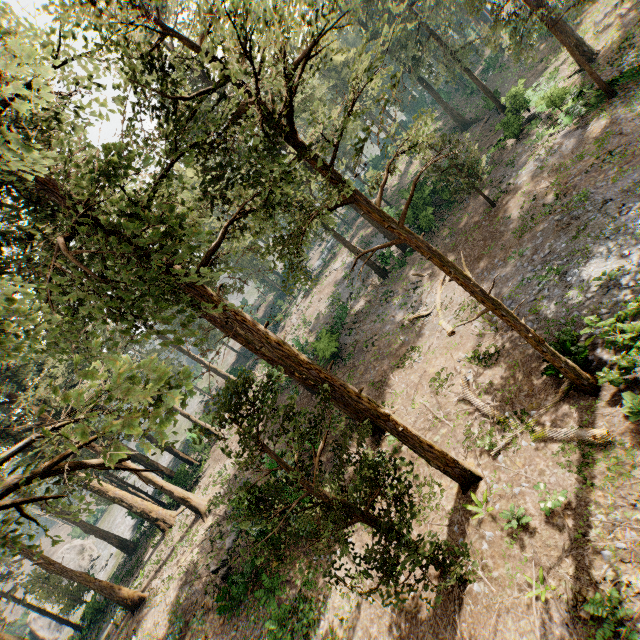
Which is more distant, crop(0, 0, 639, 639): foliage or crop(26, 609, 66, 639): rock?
crop(26, 609, 66, 639): rock

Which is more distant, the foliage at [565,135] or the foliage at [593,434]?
the foliage at [565,135]

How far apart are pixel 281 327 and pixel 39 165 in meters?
41.1 m

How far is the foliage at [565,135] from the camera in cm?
2081

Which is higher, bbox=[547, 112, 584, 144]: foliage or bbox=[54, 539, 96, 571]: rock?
bbox=[54, 539, 96, 571]: rock

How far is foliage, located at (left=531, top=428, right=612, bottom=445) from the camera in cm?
925

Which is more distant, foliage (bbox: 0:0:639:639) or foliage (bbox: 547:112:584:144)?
foliage (bbox: 547:112:584:144)

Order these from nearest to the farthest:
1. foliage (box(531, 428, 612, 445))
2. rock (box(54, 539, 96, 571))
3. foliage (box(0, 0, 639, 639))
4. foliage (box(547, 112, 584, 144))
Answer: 1. foliage (box(0, 0, 639, 639))
2. foliage (box(531, 428, 612, 445))
3. foliage (box(547, 112, 584, 144))
4. rock (box(54, 539, 96, 571))
